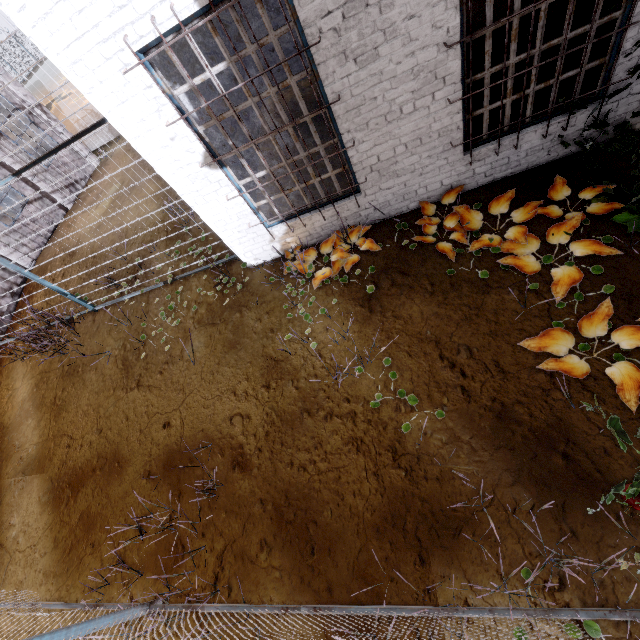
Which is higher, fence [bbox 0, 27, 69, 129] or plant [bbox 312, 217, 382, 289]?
fence [bbox 0, 27, 69, 129]

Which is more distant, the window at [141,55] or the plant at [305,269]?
the plant at [305,269]

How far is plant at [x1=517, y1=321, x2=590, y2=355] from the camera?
3.2 meters

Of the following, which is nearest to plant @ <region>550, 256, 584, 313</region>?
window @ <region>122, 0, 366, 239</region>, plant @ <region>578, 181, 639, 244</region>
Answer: plant @ <region>578, 181, 639, 244</region>

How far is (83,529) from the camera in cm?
460

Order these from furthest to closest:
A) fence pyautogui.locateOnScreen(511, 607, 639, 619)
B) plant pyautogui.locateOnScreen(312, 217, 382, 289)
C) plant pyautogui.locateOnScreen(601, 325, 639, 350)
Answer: plant pyautogui.locateOnScreen(312, 217, 382, 289) < plant pyautogui.locateOnScreen(601, 325, 639, 350) < fence pyautogui.locateOnScreen(511, 607, 639, 619)

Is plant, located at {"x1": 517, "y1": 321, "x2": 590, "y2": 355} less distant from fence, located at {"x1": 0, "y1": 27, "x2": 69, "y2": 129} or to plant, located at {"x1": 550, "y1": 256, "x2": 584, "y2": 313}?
plant, located at {"x1": 550, "y1": 256, "x2": 584, "y2": 313}

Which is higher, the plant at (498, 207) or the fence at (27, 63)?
the fence at (27, 63)
